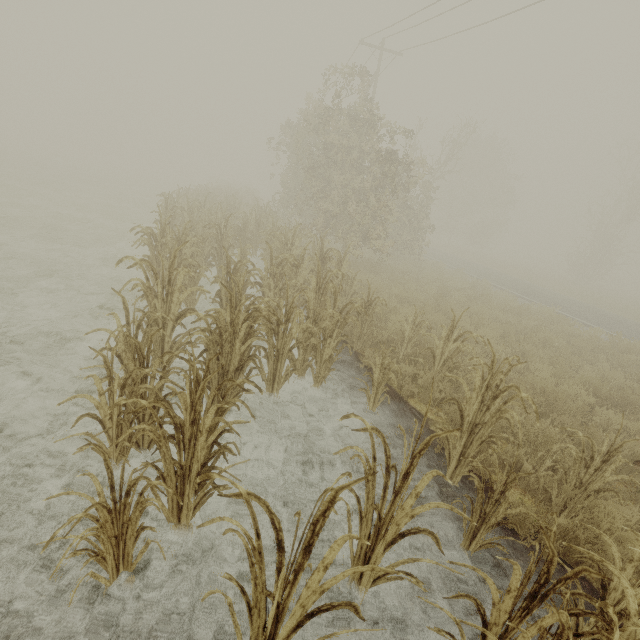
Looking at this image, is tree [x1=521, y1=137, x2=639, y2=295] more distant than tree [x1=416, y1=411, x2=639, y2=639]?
Yes

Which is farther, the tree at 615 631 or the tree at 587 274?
the tree at 587 274

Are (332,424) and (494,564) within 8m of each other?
yes
